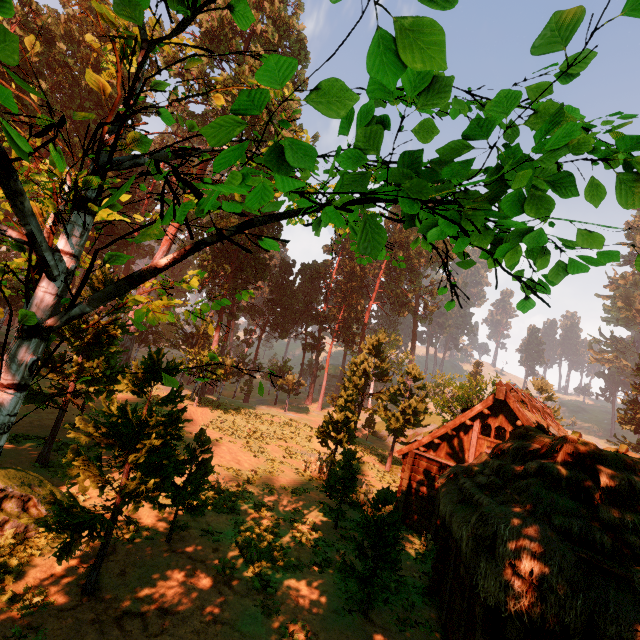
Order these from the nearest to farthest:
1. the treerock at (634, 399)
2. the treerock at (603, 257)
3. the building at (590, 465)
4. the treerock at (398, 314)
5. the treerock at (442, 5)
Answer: the treerock at (442, 5) → the treerock at (603, 257) → the building at (590, 465) → the treerock at (634, 399) → the treerock at (398, 314)

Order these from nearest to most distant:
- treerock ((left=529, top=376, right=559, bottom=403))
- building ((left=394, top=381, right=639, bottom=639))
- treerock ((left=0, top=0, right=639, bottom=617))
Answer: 1. treerock ((left=0, top=0, right=639, bottom=617))
2. building ((left=394, top=381, right=639, bottom=639))
3. treerock ((left=529, top=376, right=559, bottom=403))

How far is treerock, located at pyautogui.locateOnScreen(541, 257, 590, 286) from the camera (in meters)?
3.11

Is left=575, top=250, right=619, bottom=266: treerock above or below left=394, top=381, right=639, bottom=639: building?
above

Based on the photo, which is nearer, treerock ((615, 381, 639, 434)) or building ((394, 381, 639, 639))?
building ((394, 381, 639, 639))

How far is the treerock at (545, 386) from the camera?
42.84m

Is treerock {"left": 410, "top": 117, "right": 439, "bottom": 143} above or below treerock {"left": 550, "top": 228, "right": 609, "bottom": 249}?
above

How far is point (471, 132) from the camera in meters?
2.6
